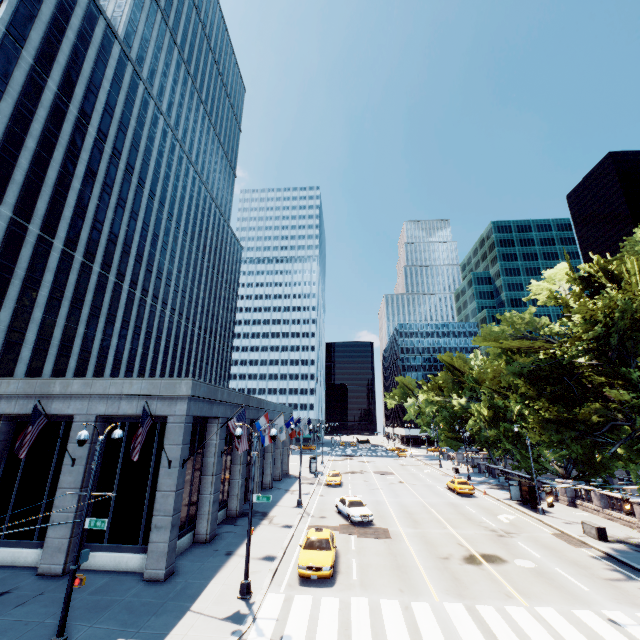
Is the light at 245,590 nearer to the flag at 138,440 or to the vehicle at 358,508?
the flag at 138,440

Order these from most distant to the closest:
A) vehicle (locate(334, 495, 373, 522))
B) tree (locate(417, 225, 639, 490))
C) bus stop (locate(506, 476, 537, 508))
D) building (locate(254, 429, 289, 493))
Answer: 1. building (locate(254, 429, 289, 493))
2. bus stop (locate(506, 476, 537, 508))
3. vehicle (locate(334, 495, 373, 522))
4. tree (locate(417, 225, 639, 490))

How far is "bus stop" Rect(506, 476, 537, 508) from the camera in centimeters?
2995cm

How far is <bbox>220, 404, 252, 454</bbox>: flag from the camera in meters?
17.6

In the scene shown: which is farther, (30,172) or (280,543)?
(30,172)

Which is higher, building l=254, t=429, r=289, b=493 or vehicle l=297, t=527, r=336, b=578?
building l=254, t=429, r=289, b=493

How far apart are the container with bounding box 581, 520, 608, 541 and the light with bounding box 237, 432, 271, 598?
23.0 meters

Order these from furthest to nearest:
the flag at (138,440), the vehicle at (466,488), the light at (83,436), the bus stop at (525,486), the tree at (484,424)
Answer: the vehicle at (466,488), the bus stop at (525,486), the tree at (484,424), the flag at (138,440), the light at (83,436)
